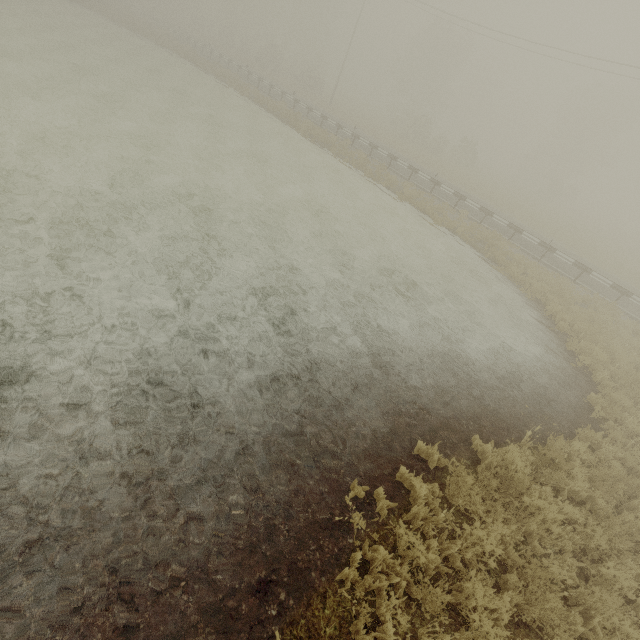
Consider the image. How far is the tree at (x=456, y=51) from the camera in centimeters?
3862cm

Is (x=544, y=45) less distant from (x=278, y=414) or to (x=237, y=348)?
(x=237, y=348)

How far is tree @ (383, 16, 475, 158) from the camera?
38.6m
